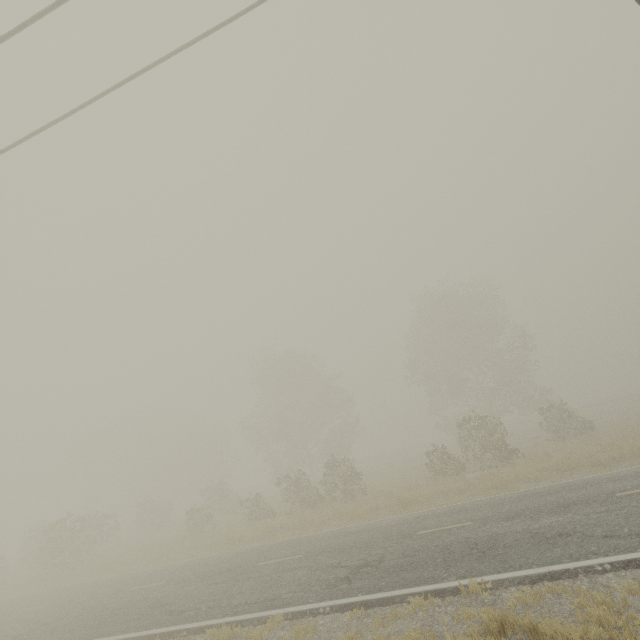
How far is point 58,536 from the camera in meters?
21.8 m
